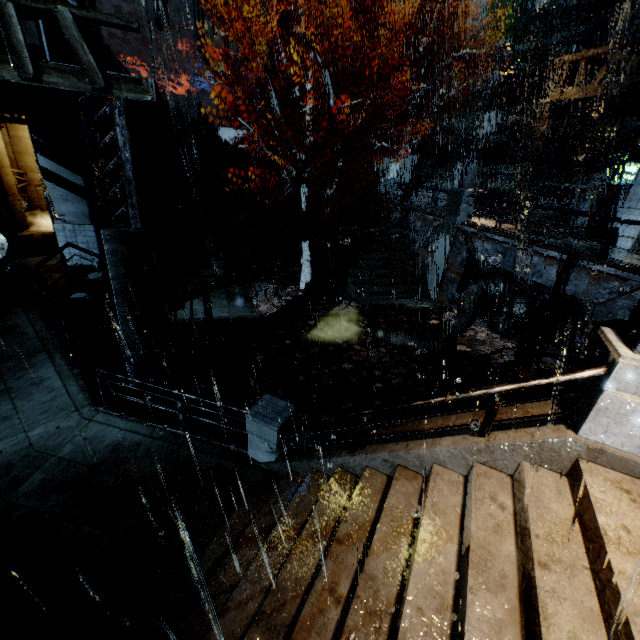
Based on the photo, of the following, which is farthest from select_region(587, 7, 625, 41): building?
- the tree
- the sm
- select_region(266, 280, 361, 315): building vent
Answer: the sm

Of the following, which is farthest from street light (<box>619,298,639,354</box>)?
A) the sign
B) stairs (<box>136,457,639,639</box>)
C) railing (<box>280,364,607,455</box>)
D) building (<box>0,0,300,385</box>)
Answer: the sign

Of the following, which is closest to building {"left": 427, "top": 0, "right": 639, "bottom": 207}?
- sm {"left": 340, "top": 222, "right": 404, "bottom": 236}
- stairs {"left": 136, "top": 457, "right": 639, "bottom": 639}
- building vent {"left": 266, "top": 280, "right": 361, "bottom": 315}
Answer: stairs {"left": 136, "top": 457, "right": 639, "bottom": 639}

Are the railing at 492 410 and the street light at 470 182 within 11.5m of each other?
no

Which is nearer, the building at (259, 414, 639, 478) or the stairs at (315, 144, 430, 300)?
the building at (259, 414, 639, 478)

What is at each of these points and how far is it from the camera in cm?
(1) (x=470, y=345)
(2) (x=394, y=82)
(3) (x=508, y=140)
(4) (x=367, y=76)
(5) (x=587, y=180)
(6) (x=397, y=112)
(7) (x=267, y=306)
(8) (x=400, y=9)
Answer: (1) leaves, 1419
(2) building, 2855
(3) building, 2581
(4) building, 2834
(5) building, 1862
(6) building, 2670
(7) leaves, 1538
(8) pipe, 2758

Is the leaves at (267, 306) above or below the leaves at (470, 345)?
above

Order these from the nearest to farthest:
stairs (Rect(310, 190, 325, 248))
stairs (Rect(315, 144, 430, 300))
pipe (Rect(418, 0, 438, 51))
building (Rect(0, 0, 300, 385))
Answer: building (Rect(0, 0, 300, 385)) → stairs (Rect(315, 144, 430, 300)) → stairs (Rect(310, 190, 325, 248)) → pipe (Rect(418, 0, 438, 51))
